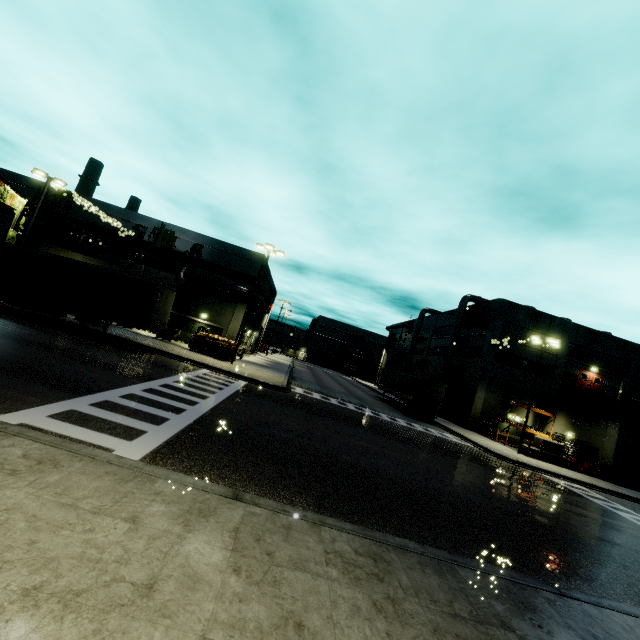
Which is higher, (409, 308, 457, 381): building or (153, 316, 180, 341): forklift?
(409, 308, 457, 381): building

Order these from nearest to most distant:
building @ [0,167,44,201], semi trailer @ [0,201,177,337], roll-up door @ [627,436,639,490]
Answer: semi trailer @ [0,201,177,337] < building @ [0,167,44,201] < roll-up door @ [627,436,639,490]

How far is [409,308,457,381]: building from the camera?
45.9 meters

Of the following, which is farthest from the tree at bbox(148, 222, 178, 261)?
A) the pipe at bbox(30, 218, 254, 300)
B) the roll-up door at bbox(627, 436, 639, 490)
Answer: the roll-up door at bbox(627, 436, 639, 490)

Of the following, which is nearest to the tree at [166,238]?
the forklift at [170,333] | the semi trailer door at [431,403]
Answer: the forklift at [170,333]

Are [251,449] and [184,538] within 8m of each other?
yes

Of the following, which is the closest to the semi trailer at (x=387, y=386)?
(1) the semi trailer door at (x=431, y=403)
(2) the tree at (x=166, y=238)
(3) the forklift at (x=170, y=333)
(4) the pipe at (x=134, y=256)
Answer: (1) the semi trailer door at (x=431, y=403)

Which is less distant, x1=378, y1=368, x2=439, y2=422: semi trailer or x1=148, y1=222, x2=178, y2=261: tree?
x1=378, y1=368, x2=439, y2=422: semi trailer
